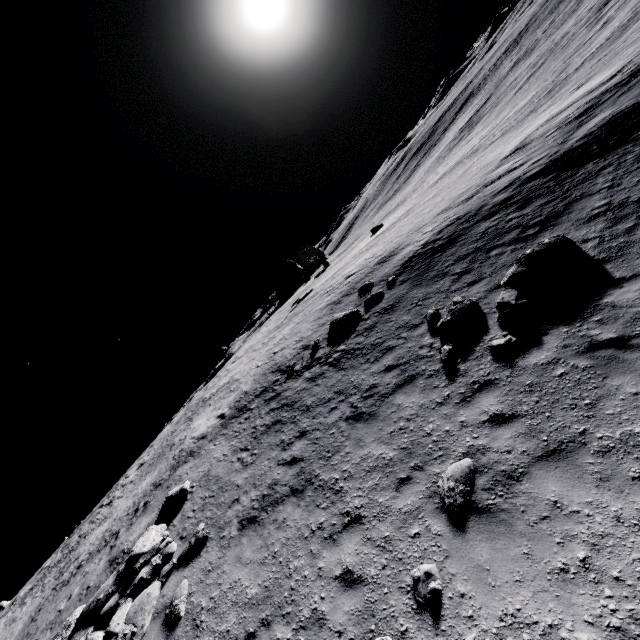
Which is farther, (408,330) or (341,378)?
(341,378)

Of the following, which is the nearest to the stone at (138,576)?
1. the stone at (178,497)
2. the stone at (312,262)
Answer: the stone at (178,497)

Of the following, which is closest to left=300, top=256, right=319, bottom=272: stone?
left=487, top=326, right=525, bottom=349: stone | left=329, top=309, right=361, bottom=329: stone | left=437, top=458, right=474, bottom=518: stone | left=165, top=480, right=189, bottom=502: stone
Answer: left=329, top=309, right=361, bottom=329: stone

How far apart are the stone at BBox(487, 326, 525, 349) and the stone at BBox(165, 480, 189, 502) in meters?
11.8 m

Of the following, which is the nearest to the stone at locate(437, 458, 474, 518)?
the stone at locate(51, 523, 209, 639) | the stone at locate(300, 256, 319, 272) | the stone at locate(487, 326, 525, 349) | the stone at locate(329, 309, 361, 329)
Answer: the stone at locate(487, 326, 525, 349)

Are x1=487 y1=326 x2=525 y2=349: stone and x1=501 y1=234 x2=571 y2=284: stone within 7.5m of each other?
yes

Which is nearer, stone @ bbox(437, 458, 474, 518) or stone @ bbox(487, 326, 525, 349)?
stone @ bbox(437, 458, 474, 518)

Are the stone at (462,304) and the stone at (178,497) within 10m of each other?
no
